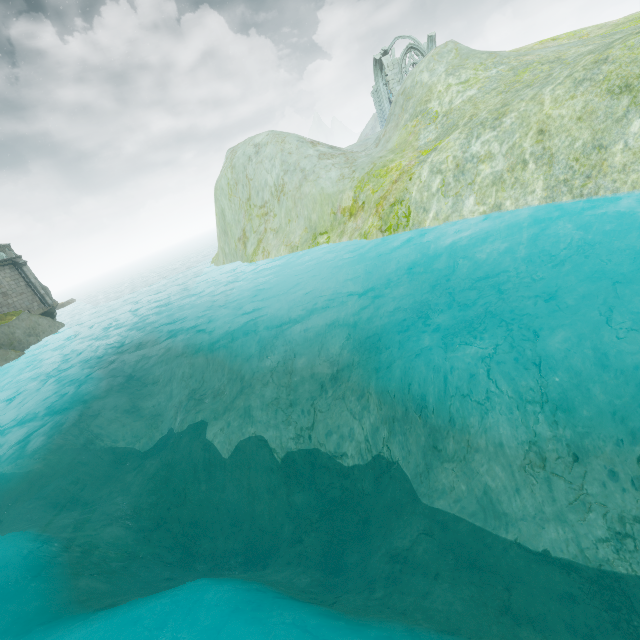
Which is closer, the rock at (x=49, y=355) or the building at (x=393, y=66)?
the rock at (x=49, y=355)

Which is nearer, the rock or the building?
Answer: the rock

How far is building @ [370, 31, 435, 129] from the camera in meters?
39.3

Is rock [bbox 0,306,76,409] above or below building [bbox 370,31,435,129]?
below

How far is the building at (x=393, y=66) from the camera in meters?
39.3 m

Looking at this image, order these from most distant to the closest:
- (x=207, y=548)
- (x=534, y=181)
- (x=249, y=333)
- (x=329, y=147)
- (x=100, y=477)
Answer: (x=329, y=147)
(x=249, y=333)
(x=100, y=477)
(x=207, y=548)
(x=534, y=181)
